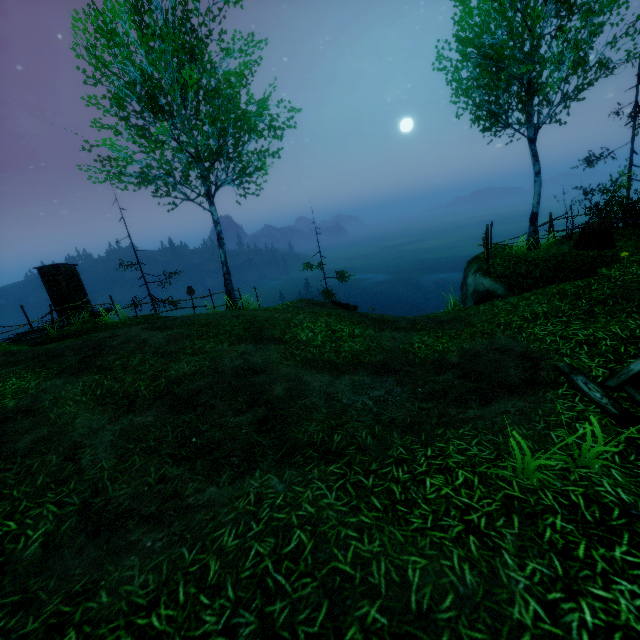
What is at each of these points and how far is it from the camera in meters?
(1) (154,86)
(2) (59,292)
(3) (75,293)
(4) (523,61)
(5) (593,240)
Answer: (1) tree, 10.9
(2) outhouse door, 16.1
(3) outhouse, 16.7
(4) tree, 9.9
(5) log, 10.2

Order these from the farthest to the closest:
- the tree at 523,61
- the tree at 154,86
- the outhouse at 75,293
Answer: the outhouse at 75,293 < the tree at 154,86 < the tree at 523,61

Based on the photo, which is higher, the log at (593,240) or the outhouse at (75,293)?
the outhouse at (75,293)

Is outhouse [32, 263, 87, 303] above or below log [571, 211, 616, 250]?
above

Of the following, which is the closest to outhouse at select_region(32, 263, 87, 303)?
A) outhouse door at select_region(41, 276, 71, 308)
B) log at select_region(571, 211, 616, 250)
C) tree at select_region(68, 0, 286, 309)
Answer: outhouse door at select_region(41, 276, 71, 308)

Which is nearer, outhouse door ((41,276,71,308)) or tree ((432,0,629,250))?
tree ((432,0,629,250))

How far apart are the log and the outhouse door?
21.9 meters

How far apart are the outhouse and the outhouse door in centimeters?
1cm
